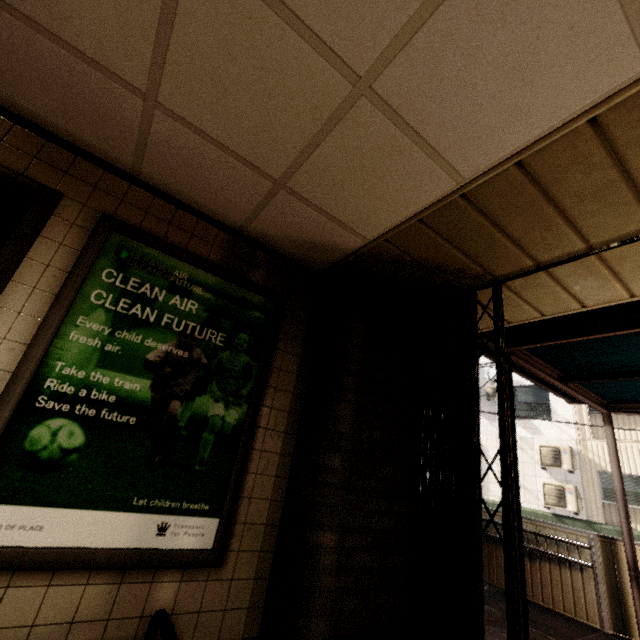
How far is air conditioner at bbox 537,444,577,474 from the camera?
11.86m

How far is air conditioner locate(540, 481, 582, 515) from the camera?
11.3 meters

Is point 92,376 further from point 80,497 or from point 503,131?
point 503,131

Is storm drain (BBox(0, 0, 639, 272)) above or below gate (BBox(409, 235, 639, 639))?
above

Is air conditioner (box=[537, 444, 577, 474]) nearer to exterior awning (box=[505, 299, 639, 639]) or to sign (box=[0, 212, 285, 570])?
exterior awning (box=[505, 299, 639, 639])

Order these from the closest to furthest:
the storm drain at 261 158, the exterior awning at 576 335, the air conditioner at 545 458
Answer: the storm drain at 261 158 < the exterior awning at 576 335 < the air conditioner at 545 458

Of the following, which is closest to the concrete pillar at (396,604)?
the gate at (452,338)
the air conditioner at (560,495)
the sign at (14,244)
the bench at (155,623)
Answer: the gate at (452,338)

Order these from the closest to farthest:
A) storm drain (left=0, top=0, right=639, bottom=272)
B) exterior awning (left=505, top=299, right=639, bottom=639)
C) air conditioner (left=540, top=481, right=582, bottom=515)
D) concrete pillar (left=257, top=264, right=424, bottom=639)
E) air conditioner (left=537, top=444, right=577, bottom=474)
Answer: storm drain (left=0, top=0, right=639, bottom=272) < concrete pillar (left=257, top=264, right=424, bottom=639) < exterior awning (left=505, top=299, right=639, bottom=639) < air conditioner (left=540, top=481, right=582, bottom=515) < air conditioner (left=537, top=444, right=577, bottom=474)
